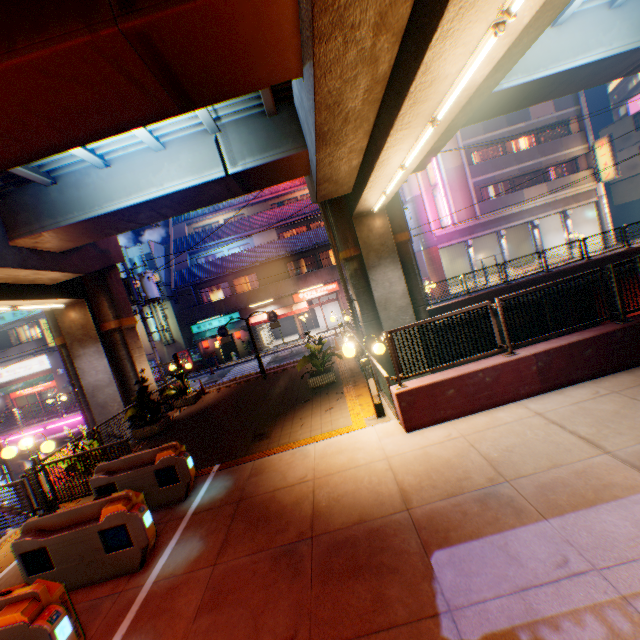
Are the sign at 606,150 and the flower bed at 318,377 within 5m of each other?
no

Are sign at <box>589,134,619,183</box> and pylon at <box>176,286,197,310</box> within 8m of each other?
no

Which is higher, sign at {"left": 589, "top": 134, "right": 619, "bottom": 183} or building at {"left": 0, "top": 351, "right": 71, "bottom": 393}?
sign at {"left": 589, "top": 134, "right": 619, "bottom": 183}

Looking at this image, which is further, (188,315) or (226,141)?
(188,315)

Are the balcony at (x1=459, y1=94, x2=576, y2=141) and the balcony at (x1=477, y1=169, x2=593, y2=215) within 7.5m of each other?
yes

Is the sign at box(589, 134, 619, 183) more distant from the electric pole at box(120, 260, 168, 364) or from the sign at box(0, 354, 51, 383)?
the sign at box(0, 354, 51, 383)

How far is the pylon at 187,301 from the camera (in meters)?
26.97

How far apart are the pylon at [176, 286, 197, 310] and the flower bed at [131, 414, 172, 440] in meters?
15.2 m
